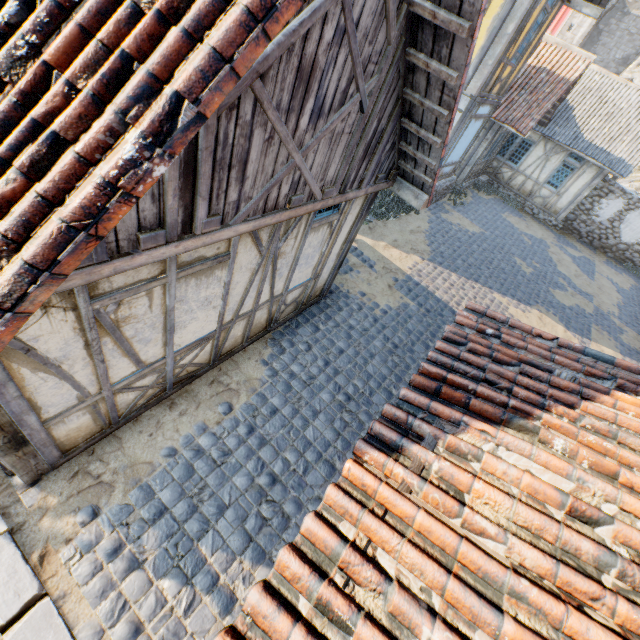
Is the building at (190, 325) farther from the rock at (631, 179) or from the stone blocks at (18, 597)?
the rock at (631, 179)

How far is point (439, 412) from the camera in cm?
224

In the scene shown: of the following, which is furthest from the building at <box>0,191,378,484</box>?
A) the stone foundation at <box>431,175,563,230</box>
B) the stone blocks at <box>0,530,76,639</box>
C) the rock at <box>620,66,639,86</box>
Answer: the stone foundation at <box>431,175,563,230</box>

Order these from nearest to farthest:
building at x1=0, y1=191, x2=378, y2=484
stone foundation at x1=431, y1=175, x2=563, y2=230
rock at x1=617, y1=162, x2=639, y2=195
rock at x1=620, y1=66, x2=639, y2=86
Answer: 1. building at x1=0, y1=191, x2=378, y2=484
2. stone foundation at x1=431, y1=175, x2=563, y2=230
3. rock at x1=617, y1=162, x2=639, y2=195
4. rock at x1=620, y1=66, x2=639, y2=86

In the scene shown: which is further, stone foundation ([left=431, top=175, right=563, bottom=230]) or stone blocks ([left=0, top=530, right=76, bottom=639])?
stone foundation ([left=431, top=175, right=563, bottom=230])

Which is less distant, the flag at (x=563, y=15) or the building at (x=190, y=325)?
the building at (x=190, y=325)

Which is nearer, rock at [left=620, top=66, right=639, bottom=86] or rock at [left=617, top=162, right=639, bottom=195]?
rock at [left=617, top=162, right=639, bottom=195]

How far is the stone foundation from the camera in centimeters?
1355cm
